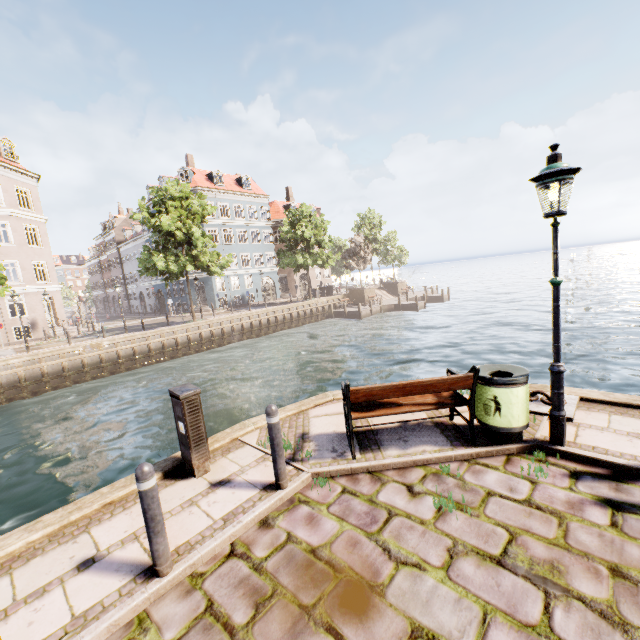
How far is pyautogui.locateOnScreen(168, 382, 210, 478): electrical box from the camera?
4.45m

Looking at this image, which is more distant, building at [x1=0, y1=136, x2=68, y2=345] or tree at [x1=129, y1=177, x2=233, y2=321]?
building at [x1=0, y1=136, x2=68, y2=345]

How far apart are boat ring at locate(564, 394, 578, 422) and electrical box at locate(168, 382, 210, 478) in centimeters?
489cm

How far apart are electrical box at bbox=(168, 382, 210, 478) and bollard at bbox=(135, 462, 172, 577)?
1.39m

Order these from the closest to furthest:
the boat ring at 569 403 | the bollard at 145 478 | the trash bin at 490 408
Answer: the bollard at 145 478
the trash bin at 490 408
the boat ring at 569 403

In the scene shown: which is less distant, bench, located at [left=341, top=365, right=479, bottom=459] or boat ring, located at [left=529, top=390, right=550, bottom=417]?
bench, located at [left=341, top=365, right=479, bottom=459]

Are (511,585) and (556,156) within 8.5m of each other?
yes

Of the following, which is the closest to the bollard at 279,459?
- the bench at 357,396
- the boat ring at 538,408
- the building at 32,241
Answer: the bench at 357,396
